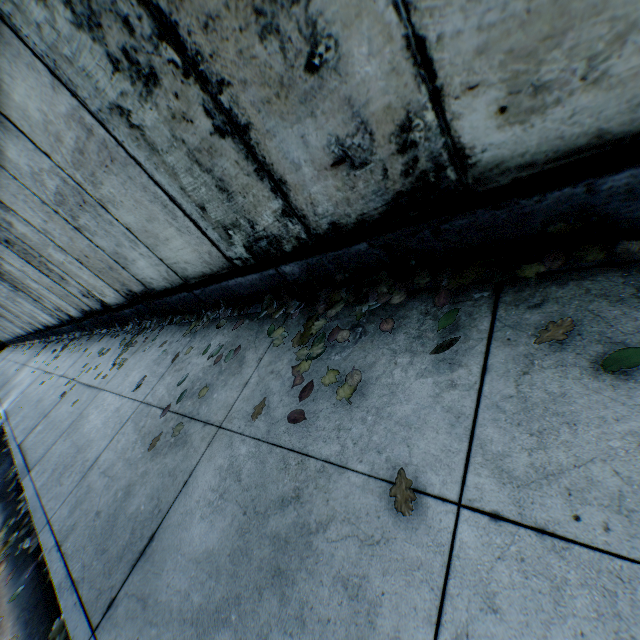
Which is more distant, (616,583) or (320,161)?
(320,161)

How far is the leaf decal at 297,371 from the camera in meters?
2.4 m

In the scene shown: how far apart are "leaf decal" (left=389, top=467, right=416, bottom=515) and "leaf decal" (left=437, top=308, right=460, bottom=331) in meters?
0.5 m

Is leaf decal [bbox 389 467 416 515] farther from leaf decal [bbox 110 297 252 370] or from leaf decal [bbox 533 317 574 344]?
leaf decal [bbox 110 297 252 370]

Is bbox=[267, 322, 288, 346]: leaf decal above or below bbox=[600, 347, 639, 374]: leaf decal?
above

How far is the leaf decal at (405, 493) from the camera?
1.38m

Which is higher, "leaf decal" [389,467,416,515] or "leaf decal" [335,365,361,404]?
"leaf decal" [335,365,361,404]

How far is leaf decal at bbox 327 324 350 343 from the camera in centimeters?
241cm
